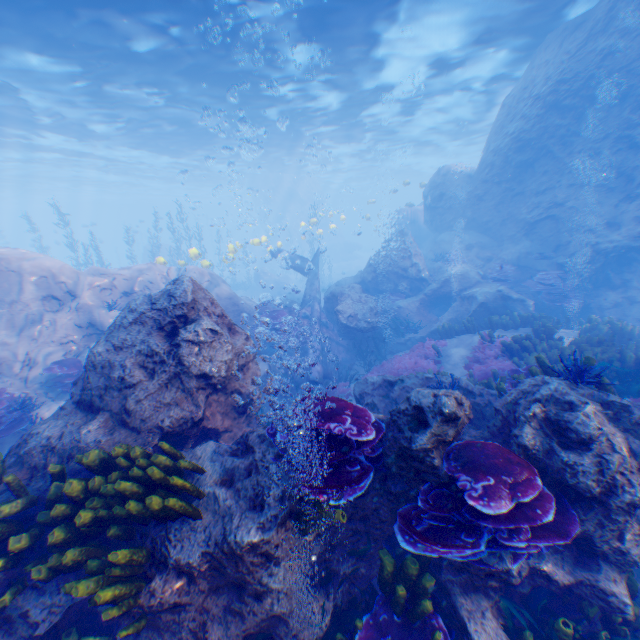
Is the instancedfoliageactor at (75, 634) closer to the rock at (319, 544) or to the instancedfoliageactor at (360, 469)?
the rock at (319, 544)

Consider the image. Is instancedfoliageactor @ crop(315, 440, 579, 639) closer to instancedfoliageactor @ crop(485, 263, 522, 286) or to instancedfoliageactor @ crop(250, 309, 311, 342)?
instancedfoliageactor @ crop(250, 309, 311, 342)

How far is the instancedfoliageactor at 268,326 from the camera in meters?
12.3 m

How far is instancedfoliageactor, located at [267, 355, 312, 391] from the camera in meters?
11.8 m

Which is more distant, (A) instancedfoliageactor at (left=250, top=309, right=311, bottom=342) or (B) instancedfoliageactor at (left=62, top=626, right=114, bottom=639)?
(A) instancedfoliageactor at (left=250, top=309, right=311, bottom=342)

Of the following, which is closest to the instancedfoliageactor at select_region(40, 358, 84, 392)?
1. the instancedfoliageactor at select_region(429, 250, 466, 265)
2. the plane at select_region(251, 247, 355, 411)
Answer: the plane at select_region(251, 247, 355, 411)

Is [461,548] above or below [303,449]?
below
